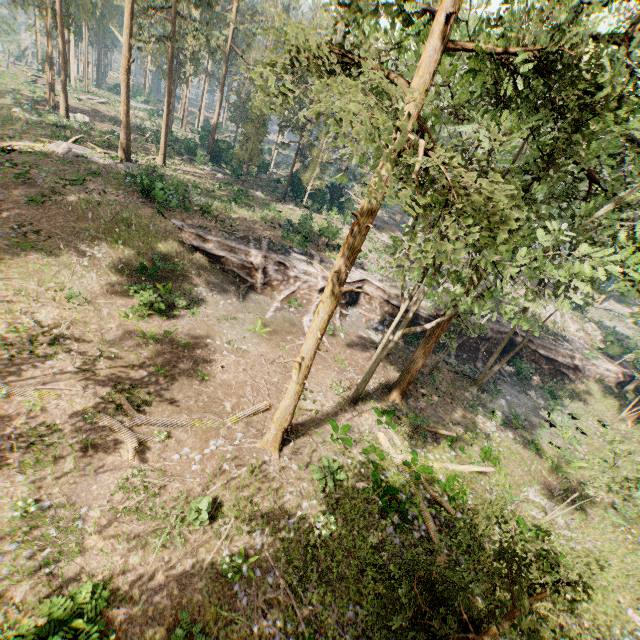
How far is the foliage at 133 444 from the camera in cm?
1215

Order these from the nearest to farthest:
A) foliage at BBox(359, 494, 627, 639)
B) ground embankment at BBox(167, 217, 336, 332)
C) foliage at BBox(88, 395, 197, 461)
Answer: foliage at BBox(359, 494, 627, 639) < foliage at BBox(88, 395, 197, 461) < ground embankment at BBox(167, 217, 336, 332)

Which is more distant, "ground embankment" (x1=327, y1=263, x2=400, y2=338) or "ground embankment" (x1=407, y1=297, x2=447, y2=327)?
"ground embankment" (x1=407, y1=297, x2=447, y2=327)

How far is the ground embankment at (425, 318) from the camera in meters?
28.8

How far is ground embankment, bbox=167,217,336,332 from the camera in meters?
23.8 m

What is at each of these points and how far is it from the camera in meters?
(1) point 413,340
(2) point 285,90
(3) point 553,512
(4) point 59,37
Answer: (1) ground embankment, 28.6 m
(2) foliage, 5.4 m
(3) foliage, 16.4 m
(4) foliage, 31.8 m
